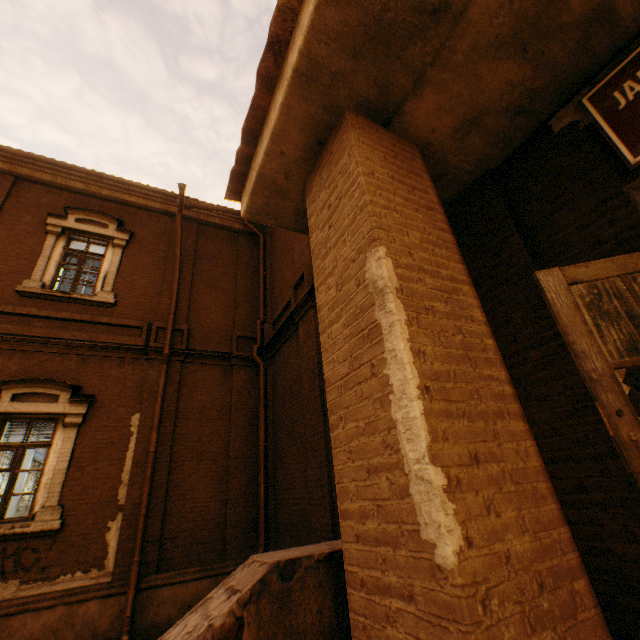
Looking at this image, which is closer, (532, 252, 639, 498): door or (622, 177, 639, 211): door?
(532, 252, 639, 498): door

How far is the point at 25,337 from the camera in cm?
712

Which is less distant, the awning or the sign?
the awning

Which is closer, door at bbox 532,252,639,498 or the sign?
door at bbox 532,252,639,498

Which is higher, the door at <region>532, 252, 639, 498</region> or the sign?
the sign

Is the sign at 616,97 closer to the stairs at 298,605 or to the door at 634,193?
the door at 634,193

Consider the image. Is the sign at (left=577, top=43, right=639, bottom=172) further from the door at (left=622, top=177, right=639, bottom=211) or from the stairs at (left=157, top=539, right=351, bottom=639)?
the stairs at (left=157, top=539, right=351, bottom=639)
